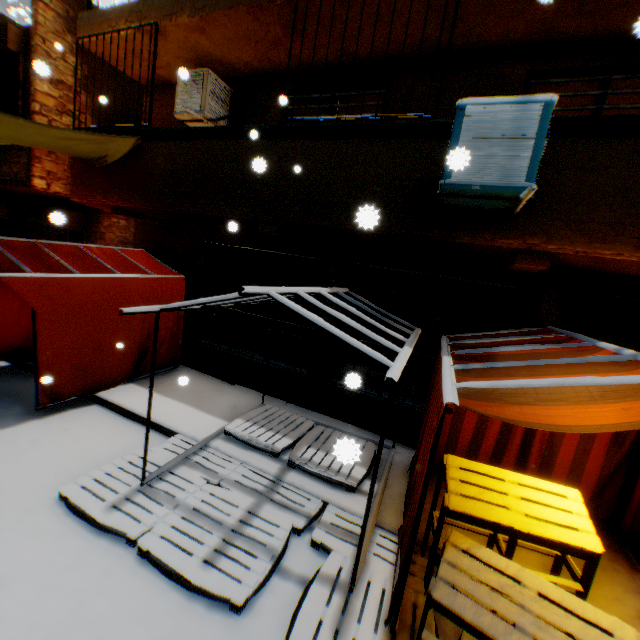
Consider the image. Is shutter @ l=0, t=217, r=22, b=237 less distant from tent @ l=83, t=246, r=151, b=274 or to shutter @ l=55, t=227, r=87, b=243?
shutter @ l=55, t=227, r=87, b=243

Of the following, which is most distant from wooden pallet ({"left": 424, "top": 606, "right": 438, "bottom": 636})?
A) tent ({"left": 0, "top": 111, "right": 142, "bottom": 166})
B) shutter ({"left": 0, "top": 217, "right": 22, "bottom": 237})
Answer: shutter ({"left": 0, "top": 217, "right": 22, "bottom": 237})

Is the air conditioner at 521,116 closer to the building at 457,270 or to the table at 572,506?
the building at 457,270

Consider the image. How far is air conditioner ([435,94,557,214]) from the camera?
2.9 meters

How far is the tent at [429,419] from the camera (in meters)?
2.54

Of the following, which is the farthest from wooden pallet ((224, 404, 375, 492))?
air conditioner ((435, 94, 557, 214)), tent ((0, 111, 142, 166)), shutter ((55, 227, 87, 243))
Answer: shutter ((55, 227, 87, 243))

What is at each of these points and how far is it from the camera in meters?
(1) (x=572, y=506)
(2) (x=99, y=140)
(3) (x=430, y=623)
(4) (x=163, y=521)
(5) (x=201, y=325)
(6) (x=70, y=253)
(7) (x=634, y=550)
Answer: (1) table, 2.9
(2) tent, 5.2
(3) wooden pallet, 2.8
(4) wooden pallet, 3.4
(5) building, 7.5
(6) tent, 5.9
(7) tent, 3.8

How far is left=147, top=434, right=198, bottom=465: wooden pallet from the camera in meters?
4.3 m
